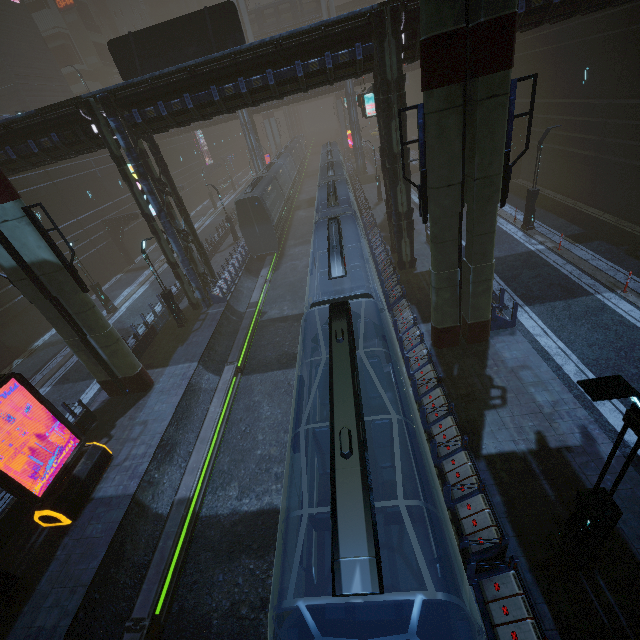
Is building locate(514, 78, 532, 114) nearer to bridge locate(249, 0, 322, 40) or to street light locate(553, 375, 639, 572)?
street light locate(553, 375, 639, 572)

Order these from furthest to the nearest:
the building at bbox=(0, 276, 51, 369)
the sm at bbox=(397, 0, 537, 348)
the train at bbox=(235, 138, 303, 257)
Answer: the train at bbox=(235, 138, 303, 257) < the building at bbox=(0, 276, 51, 369) < the sm at bbox=(397, 0, 537, 348)

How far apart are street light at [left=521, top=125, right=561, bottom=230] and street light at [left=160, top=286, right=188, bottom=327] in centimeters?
2180cm

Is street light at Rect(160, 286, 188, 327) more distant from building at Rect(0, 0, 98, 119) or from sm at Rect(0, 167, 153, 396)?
sm at Rect(0, 167, 153, 396)

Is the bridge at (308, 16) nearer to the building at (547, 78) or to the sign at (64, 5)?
the building at (547, 78)

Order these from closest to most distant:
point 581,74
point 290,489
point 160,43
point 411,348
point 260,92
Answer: point 290,489 → point 411,348 → point 260,92 → point 160,43 → point 581,74

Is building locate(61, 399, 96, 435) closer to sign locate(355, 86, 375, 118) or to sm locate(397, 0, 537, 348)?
sm locate(397, 0, 537, 348)

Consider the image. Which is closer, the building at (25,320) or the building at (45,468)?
the building at (45,468)
